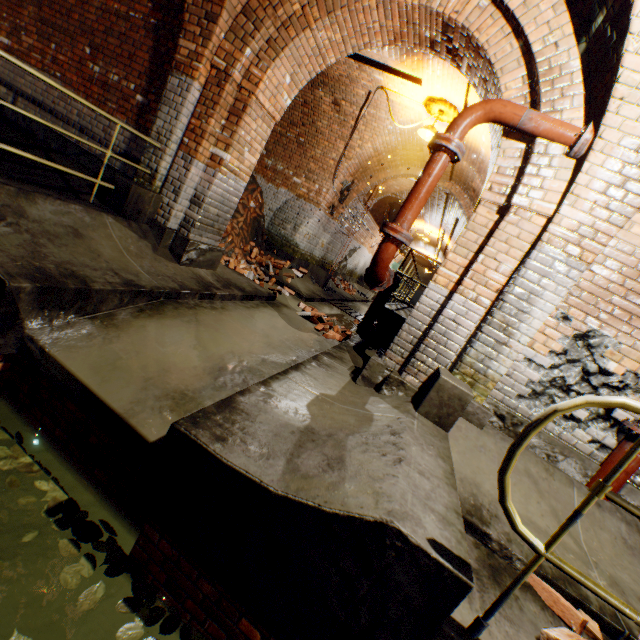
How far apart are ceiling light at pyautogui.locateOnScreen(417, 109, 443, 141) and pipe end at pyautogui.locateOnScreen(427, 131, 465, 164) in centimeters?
308cm

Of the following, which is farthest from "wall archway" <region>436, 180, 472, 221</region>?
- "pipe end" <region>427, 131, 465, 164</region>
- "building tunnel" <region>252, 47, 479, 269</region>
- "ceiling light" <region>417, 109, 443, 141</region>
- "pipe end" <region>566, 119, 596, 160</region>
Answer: "pipe end" <region>566, 119, 596, 160</region>

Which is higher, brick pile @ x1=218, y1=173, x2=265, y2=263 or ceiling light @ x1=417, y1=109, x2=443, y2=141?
ceiling light @ x1=417, y1=109, x2=443, y2=141

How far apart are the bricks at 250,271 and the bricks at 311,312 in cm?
97

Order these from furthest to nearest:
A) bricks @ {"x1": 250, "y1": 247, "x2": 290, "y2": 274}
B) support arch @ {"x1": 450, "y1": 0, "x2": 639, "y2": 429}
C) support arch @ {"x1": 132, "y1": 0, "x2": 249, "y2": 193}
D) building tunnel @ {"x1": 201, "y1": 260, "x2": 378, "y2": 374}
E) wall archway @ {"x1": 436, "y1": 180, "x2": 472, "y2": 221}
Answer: wall archway @ {"x1": 436, "y1": 180, "x2": 472, "y2": 221} → bricks @ {"x1": 250, "y1": 247, "x2": 290, "y2": 274} → building tunnel @ {"x1": 201, "y1": 260, "x2": 378, "y2": 374} → support arch @ {"x1": 132, "y1": 0, "x2": 249, "y2": 193} → support arch @ {"x1": 450, "y1": 0, "x2": 639, "y2": 429}

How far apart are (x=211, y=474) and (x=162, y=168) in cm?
429

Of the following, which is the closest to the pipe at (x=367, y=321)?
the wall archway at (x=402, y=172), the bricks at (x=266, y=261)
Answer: the wall archway at (x=402, y=172)

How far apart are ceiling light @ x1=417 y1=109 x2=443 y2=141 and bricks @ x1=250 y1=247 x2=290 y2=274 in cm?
440
